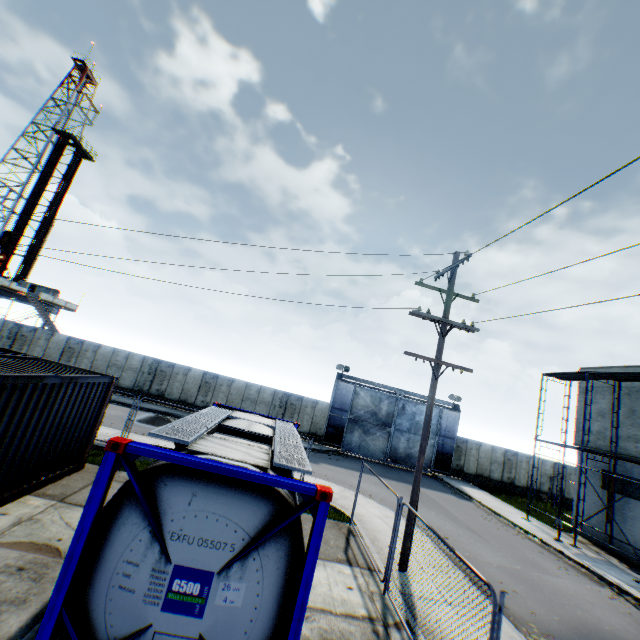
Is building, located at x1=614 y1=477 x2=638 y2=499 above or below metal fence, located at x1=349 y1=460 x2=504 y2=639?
above

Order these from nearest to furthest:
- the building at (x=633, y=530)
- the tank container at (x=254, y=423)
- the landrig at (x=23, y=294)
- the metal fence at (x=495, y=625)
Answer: the tank container at (x=254, y=423) < the metal fence at (x=495, y=625) < the building at (x=633, y=530) < the landrig at (x=23, y=294)

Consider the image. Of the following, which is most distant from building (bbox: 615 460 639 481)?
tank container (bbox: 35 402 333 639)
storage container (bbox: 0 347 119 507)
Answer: storage container (bbox: 0 347 119 507)

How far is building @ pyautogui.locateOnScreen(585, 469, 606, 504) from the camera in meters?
18.1

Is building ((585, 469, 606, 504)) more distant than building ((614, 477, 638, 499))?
Yes

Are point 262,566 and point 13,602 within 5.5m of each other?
yes

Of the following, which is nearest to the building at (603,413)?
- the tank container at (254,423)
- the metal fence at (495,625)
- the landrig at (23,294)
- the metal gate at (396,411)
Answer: the metal gate at (396,411)
